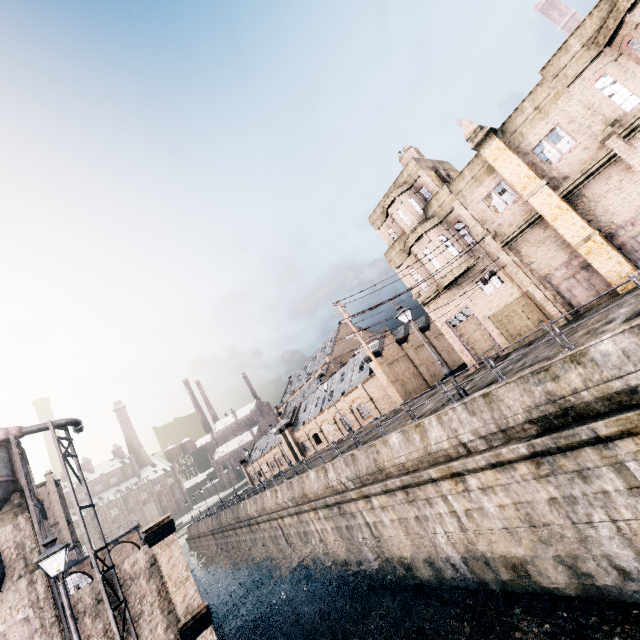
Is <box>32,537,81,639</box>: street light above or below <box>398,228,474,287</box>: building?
below

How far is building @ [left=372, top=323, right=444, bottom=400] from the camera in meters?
35.7

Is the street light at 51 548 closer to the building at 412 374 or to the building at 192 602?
the building at 192 602

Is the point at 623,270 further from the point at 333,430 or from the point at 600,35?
the point at 333,430

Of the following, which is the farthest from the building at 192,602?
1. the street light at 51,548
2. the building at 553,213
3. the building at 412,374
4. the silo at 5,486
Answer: the building at 553,213

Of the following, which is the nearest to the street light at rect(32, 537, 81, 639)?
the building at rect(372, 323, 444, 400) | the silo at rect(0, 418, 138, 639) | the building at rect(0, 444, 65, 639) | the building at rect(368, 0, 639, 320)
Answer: the silo at rect(0, 418, 138, 639)

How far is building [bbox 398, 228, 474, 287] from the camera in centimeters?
2384cm

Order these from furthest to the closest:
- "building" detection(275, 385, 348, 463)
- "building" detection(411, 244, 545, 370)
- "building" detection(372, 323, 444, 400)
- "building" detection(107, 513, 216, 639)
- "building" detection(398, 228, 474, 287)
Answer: "building" detection(275, 385, 348, 463)
"building" detection(372, 323, 444, 400)
"building" detection(398, 228, 474, 287)
"building" detection(411, 244, 545, 370)
"building" detection(107, 513, 216, 639)
